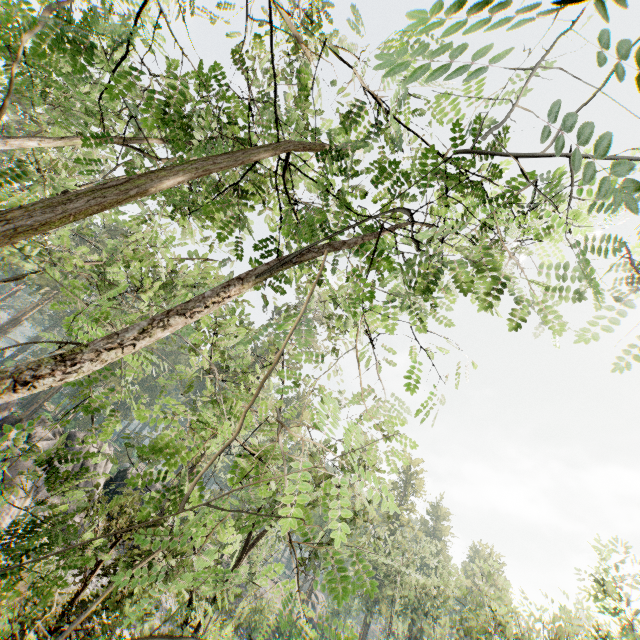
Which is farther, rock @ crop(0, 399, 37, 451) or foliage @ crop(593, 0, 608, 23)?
rock @ crop(0, 399, 37, 451)

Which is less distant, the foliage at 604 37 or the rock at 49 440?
the foliage at 604 37

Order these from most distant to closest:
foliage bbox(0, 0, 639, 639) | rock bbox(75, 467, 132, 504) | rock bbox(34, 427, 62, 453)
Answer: rock bbox(75, 467, 132, 504) < rock bbox(34, 427, 62, 453) < foliage bbox(0, 0, 639, 639)

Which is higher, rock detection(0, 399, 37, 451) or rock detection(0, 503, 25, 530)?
rock detection(0, 399, 37, 451)

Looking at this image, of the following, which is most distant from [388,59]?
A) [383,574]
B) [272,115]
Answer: [383,574]

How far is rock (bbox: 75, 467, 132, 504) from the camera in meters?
26.5

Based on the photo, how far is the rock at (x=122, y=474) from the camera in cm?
2646
